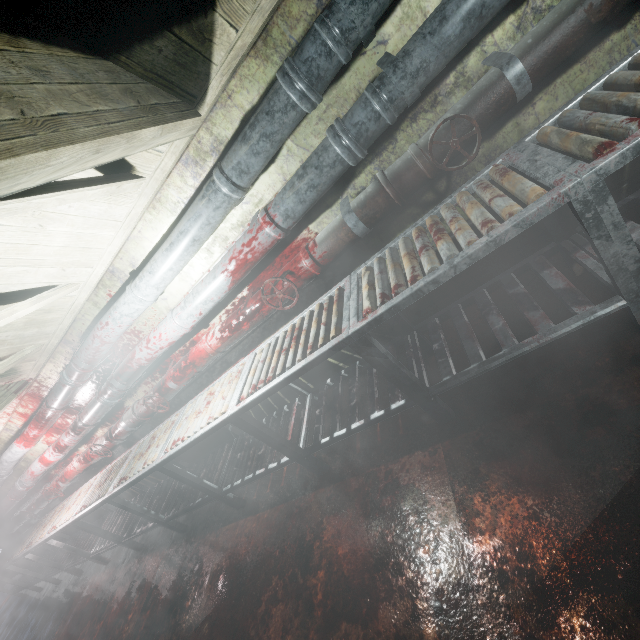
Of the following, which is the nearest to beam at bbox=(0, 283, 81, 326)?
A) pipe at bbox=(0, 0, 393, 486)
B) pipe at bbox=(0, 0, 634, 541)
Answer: pipe at bbox=(0, 0, 393, 486)

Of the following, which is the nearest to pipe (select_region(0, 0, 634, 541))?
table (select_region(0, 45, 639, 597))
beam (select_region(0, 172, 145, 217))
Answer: table (select_region(0, 45, 639, 597))

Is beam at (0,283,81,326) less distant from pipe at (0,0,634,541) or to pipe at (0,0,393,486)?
pipe at (0,0,393,486)

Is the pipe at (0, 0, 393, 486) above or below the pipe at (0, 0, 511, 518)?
above

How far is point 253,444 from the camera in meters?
2.8 m

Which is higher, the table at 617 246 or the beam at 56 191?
the beam at 56 191

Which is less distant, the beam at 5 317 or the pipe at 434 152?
the pipe at 434 152

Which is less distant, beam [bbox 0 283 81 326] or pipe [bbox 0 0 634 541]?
pipe [bbox 0 0 634 541]
